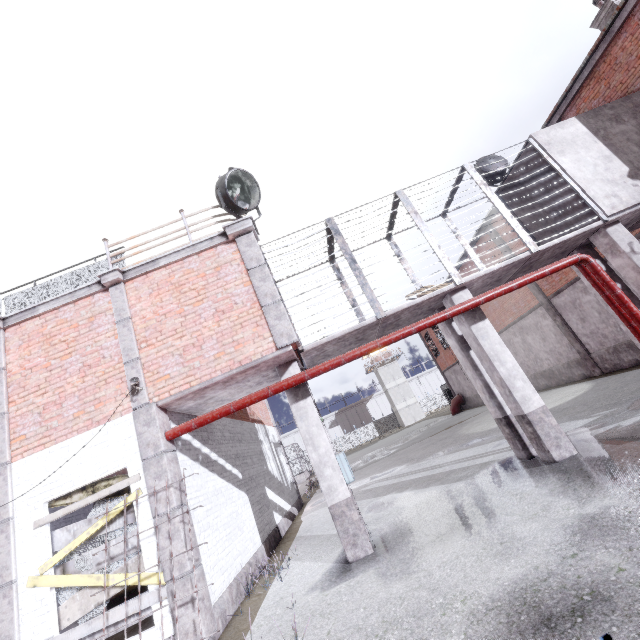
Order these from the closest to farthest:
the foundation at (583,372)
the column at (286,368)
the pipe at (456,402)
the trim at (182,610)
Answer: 1. the trim at (182,610)
2. the column at (286,368)
3. the foundation at (583,372)
4. the pipe at (456,402)

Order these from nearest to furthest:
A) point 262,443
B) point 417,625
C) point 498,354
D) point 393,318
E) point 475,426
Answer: point 417,625, point 498,354, point 393,318, point 262,443, point 475,426

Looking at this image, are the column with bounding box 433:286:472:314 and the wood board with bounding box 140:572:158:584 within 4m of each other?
no

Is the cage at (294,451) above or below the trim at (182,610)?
above

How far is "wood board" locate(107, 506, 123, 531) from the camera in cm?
573

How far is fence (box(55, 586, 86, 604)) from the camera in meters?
5.6 m

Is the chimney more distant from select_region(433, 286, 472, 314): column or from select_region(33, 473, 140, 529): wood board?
select_region(33, 473, 140, 529): wood board
